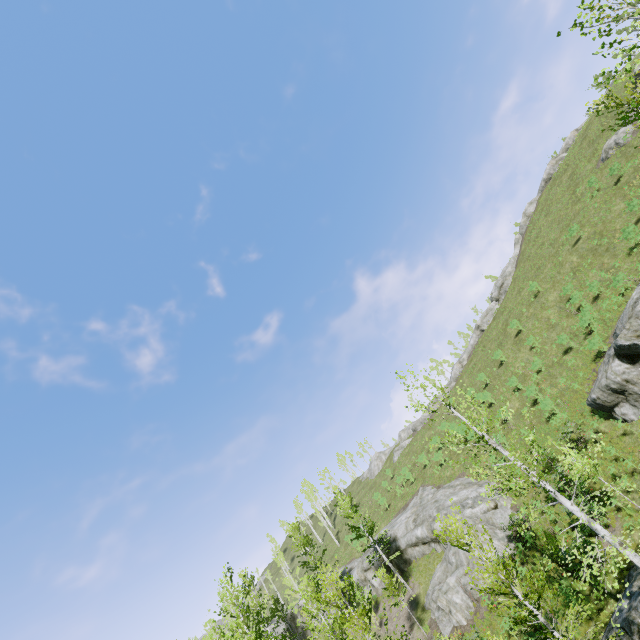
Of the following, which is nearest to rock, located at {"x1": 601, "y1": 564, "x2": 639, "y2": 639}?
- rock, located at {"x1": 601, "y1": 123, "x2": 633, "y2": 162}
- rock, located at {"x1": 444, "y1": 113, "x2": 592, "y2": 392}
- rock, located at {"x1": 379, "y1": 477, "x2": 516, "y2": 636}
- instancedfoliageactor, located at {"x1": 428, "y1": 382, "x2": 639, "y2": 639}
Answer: instancedfoliageactor, located at {"x1": 428, "y1": 382, "x2": 639, "y2": 639}

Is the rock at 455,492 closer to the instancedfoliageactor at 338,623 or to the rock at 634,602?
the instancedfoliageactor at 338,623

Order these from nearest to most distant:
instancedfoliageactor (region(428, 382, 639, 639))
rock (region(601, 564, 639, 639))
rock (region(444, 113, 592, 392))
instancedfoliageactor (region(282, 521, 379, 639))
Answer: instancedfoliageactor (region(428, 382, 639, 639)) → rock (region(601, 564, 639, 639)) → instancedfoliageactor (region(282, 521, 379, 639)) → rock (region(444, 113, 592, 392))

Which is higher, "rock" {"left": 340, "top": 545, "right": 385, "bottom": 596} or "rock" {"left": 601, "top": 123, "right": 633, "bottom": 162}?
"rock" {"left": 601, "top": 123, "right": 633, "bottom": 162}

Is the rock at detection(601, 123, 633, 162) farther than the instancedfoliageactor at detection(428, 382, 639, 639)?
Yes

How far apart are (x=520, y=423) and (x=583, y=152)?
34.68m

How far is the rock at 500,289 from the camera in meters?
47.7

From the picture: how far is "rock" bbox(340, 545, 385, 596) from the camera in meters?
29.9
